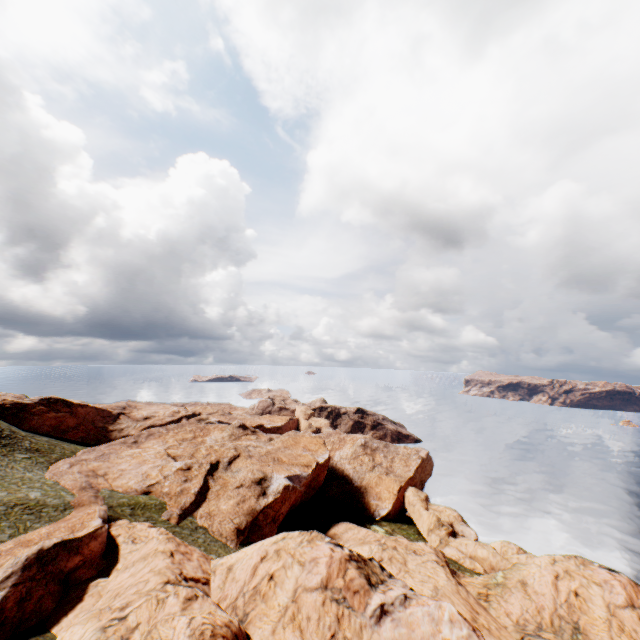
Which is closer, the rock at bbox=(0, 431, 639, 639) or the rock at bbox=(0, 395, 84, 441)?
the rock at bbox=(0, 431, 639, 639)

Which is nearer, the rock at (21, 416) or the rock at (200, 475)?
the rock at (200, 475)

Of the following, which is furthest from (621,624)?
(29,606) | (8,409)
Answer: (8,409)
